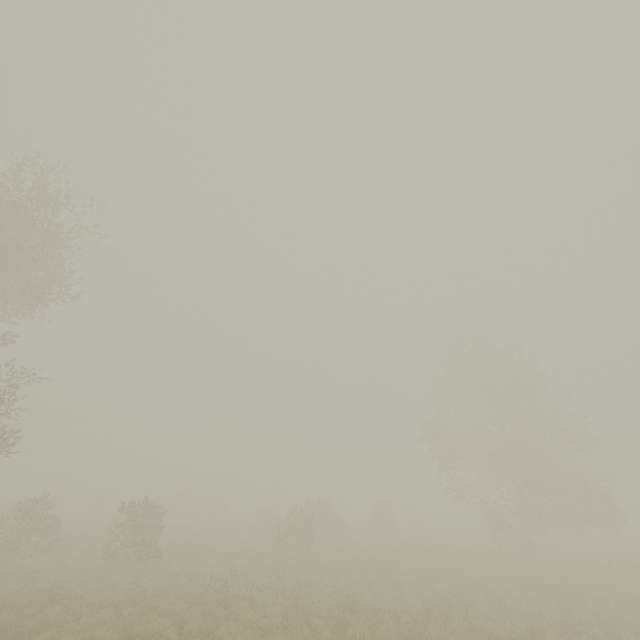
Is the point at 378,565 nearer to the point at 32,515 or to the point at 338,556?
the point at 338,556
